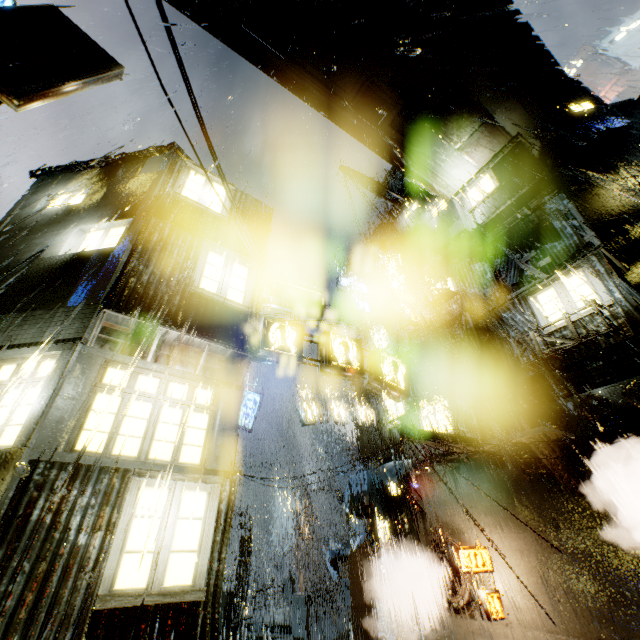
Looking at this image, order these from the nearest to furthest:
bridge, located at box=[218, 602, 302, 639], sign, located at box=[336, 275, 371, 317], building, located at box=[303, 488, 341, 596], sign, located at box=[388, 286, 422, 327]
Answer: bridge, located at box=[218, 602, 302, 639], sign, located at box=[388, 286, 422, 327], sign, located at box=[336, 275, 371, 317], building, located at box=[303, 488, 341, 596]

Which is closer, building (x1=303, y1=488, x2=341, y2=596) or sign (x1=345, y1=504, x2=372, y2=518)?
sign (x1=345, y1=504, x2=372, y2=518)

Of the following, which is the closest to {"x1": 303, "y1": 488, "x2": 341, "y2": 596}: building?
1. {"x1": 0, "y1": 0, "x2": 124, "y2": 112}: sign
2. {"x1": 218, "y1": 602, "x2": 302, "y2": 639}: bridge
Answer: {"x1": 218, "y1": 602, "x2": 302, "y2": 639}: bridge

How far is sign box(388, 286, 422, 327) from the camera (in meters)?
18.89

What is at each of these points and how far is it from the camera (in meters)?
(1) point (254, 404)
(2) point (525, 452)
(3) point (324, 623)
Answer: (1) sign, 18.81
(2) building, 12.98
(3) bridge, 18.91

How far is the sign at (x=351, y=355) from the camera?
9.35m

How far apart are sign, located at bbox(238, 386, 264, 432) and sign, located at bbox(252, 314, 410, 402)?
9.54m

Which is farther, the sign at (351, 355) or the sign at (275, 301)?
the sign at (275, 301)
